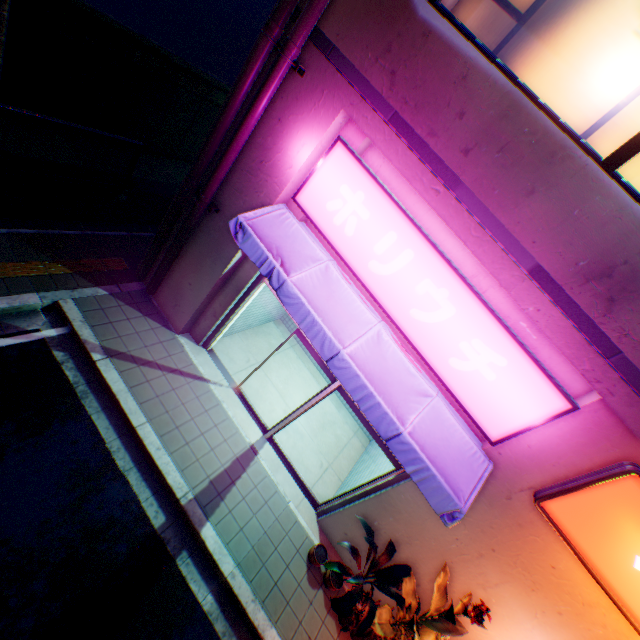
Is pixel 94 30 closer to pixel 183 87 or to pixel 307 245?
pixel 183 87

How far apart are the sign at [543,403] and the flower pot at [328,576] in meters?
3.8

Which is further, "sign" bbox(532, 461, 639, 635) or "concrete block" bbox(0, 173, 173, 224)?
"concrete block" bbox(0, 173, 173, 224)

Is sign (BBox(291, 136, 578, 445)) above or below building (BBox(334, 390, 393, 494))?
above

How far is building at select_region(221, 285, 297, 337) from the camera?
7.2 meters

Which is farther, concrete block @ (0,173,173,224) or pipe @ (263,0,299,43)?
concrete block @ (0,173,173,224)

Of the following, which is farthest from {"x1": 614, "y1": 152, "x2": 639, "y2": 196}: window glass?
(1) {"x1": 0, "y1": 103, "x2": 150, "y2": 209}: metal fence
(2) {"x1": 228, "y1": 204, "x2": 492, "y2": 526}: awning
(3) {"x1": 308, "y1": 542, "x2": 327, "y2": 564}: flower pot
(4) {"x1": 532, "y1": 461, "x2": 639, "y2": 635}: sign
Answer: (3) {"x1": 308, "y1": 542, "x2": 327, "y2": 564}: flower pot

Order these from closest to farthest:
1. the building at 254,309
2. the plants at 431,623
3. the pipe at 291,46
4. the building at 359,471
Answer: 1. the pipe at 291,46
2. the plants at 431,623
3. the building at 359,471
4. the building at 254,309
